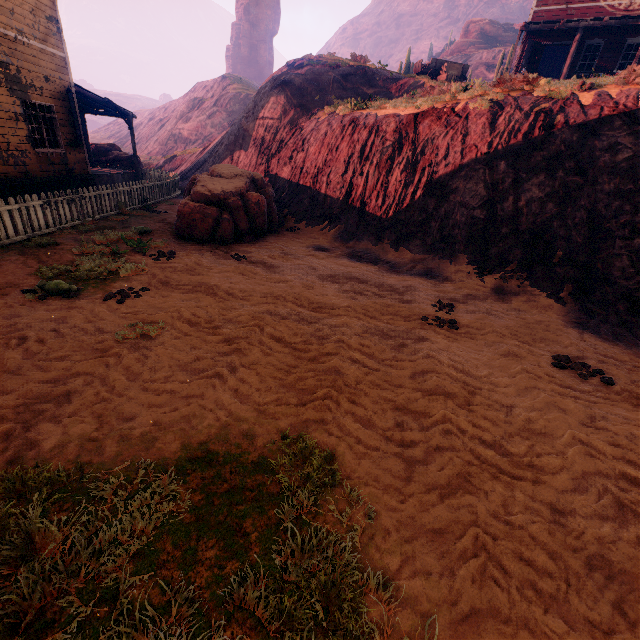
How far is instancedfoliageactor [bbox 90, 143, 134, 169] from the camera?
19.30m

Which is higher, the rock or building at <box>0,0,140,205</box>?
the rock

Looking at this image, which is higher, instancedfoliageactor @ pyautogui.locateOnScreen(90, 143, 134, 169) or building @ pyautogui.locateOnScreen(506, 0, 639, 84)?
building @ pyautogui.locateOnScreen(506, 0, 639, 84)

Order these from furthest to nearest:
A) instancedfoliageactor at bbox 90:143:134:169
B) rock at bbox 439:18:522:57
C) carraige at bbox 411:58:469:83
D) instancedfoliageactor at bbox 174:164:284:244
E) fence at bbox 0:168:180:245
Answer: rock at bbox 439:18:522:57 < carraige at bbox 411:58:469:83 < instancedfoliageactor at bbox 90:143:134:169 < instancedfoliageactor at bbox 174:164:284:244 < fence at bbox 0:168:180:245

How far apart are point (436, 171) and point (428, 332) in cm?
738

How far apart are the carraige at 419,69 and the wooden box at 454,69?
0.04m

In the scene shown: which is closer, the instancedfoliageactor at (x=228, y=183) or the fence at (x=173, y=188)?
the fence at (x=173, y=188)

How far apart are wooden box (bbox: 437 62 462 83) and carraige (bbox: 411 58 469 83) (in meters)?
0.04
